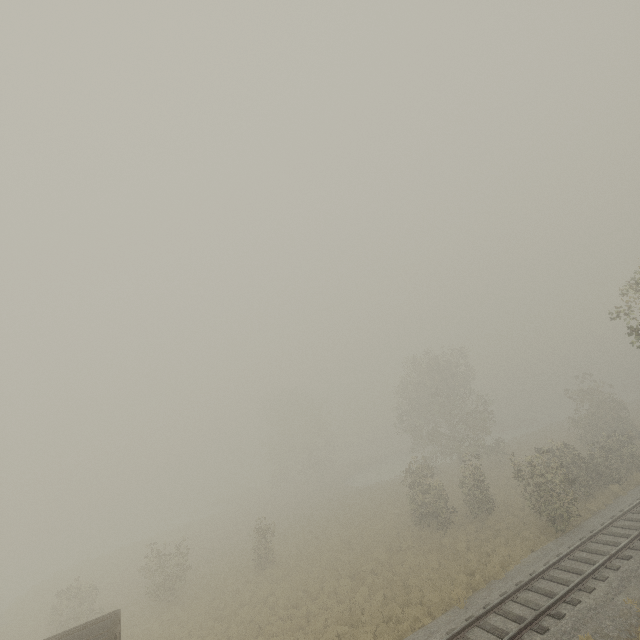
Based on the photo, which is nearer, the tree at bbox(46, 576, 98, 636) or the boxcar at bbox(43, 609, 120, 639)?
the boxcar at bbox(43, 609, 120, 639)

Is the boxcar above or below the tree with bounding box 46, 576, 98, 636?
above

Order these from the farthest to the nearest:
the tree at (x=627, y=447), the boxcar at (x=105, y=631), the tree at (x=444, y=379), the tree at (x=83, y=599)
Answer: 1. the tree at (x=444, y=379)
2. the tree at (x=83, y=599)
3. the tree at (x=627, y=447)
4. the boxcar at (x=105, y=631)

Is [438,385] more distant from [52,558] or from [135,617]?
[52,558]

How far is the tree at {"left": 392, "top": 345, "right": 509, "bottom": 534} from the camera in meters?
23.0

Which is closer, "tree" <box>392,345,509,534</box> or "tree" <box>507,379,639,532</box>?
"tree" <box>507,379,639,532</box>

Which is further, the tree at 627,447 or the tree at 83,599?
the tree at 83,599
